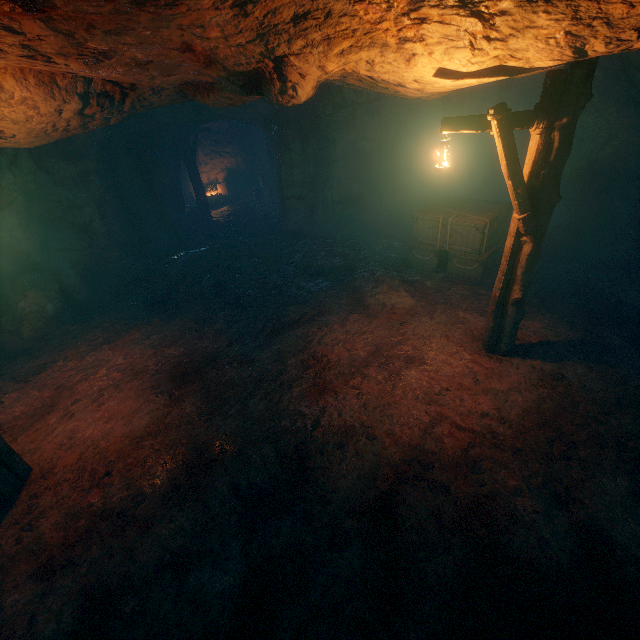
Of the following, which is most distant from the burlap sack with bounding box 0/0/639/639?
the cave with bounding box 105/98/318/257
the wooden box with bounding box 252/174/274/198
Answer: the wooden box with bounding box 252/174/274/198

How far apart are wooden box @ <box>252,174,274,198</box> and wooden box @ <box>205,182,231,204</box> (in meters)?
1.57

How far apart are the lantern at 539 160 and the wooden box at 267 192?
16.7 meters

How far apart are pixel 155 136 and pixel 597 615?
16.5 meters

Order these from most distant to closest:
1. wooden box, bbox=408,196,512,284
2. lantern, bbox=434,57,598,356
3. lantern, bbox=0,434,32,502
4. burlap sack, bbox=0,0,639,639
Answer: wooden box, bbox=408,196,512,284 → lantern, bbox=0,434,32,502 → lantern, bbox=434,57,598,356 → burlap sack, bbox=0,0,639,639

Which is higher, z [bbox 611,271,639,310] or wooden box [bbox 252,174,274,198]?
wooden box [bbox 252,174,274,198]

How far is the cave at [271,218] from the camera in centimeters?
1124cm

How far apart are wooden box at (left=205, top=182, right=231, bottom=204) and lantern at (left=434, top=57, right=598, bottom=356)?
18.2 meters
